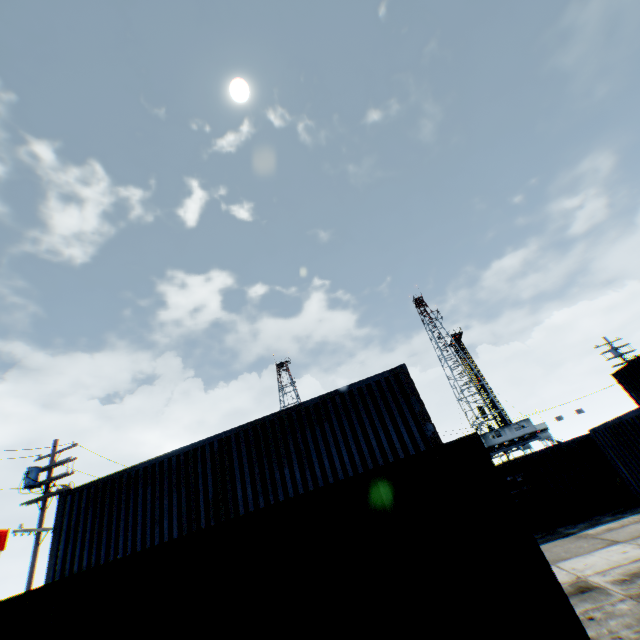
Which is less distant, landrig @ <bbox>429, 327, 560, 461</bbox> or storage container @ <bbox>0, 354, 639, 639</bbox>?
storage container @ <bbox>0, 354, 639, 639</bbox>

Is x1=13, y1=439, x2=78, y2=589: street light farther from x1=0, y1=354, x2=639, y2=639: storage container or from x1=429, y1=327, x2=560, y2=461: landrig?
x1=429, y1=327, x2=560, y2=461: landrig

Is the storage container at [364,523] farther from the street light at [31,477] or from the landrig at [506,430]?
the landrig at [506,430]

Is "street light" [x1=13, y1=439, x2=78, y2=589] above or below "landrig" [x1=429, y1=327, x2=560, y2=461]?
above

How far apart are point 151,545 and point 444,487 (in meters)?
9.10

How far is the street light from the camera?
13.0 meters

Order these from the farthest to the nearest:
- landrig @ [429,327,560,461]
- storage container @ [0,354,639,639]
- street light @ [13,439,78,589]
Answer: landrig @ [429,327,560,461]
street light @ [13,439,78,589]
storage container @ [0,354,639,639]
